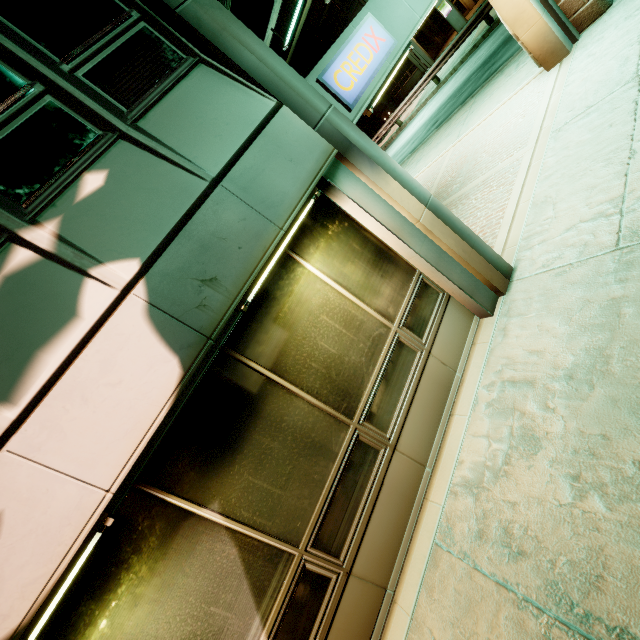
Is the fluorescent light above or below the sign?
below

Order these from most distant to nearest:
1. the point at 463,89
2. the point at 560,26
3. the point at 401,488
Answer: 1. the point at 463,89
2. the point at 560,26
3. the point at 401,488

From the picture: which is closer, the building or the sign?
the building

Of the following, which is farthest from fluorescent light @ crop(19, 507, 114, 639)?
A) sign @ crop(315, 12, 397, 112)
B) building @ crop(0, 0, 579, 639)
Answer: sign @ crop(315, 12, 397, 112)

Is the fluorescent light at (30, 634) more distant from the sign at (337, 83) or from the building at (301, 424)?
the sign at (337, 83)

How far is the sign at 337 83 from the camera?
3.82m

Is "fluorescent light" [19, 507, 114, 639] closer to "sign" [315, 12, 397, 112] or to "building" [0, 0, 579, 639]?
"building" [0, 0, 579, 639]
